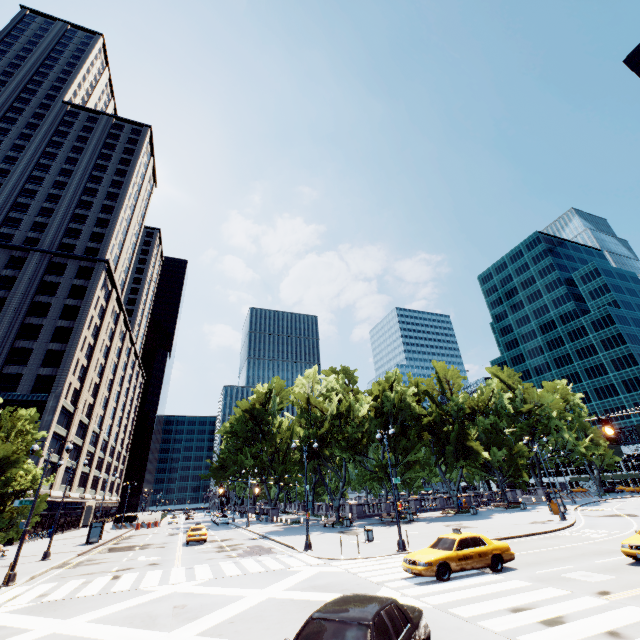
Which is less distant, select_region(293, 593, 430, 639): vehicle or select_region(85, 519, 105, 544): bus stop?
select_region(293, 593, 430, 639): vehicle

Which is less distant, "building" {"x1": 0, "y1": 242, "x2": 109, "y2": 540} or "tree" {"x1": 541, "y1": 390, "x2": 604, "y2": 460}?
"building" {"x1": 0, "y1": 242, "x2": 109, "y2": 540}

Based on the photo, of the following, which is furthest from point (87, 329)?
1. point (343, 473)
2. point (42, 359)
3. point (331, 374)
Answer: point (343, 473)

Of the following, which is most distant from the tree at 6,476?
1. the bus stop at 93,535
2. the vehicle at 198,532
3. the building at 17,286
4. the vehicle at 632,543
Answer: the vehicle at 632,543

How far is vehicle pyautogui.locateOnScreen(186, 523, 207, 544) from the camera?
29.93m

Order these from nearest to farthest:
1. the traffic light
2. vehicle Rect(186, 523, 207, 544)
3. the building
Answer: the traffic light
vehicle Rect(186, 523, 207, 544)
the building

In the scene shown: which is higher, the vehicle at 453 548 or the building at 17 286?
the building at 17 286

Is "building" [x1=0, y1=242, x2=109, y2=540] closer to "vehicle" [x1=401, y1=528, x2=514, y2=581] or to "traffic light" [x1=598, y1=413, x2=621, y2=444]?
"vehicle" [x1=401, y1=528, x2=514, y2=581]
